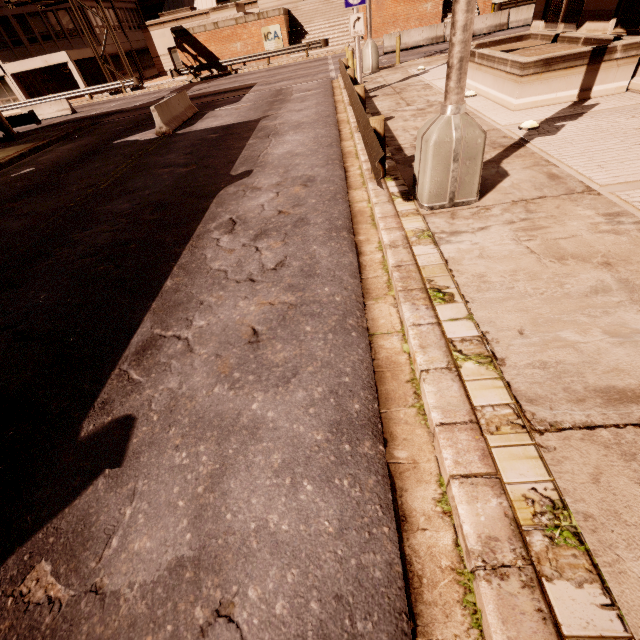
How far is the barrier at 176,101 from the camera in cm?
1292

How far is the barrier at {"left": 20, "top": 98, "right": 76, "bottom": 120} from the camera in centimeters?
2463cm

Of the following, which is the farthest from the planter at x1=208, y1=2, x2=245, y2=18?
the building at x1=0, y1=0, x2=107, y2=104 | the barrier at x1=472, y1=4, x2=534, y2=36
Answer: the barrier at x1=472, y1=4, x2=534, y2=36

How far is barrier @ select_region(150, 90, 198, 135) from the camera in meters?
12.9 m

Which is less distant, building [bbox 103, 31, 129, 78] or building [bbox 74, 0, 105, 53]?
building [bbox 74, 0, 105, 53]

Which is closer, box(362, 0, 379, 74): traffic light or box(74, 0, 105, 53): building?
box(362, 0, 379, 74): traffic light

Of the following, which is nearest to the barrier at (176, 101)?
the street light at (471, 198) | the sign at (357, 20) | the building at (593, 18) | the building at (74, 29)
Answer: the sign at (357, 20)

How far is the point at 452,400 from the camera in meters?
2.6 m
